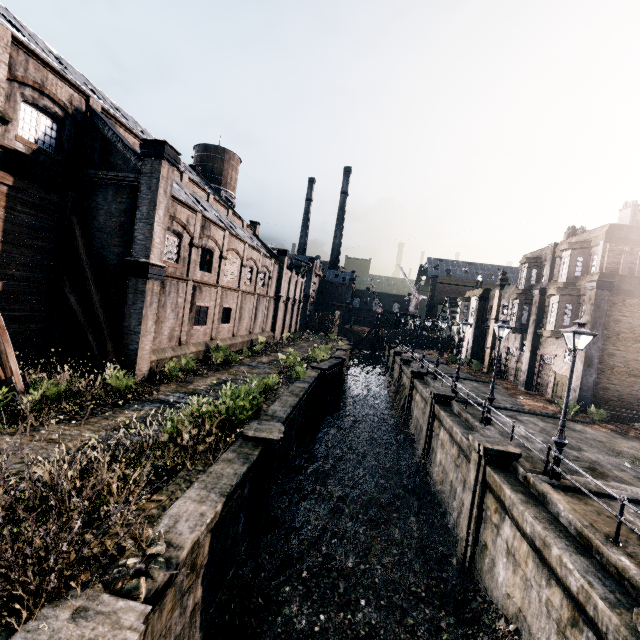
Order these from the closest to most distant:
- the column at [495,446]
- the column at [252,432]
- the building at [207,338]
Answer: the column at [252,432], the column at [495,446], the building at [207,338]

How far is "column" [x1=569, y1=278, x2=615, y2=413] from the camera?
22.7 meters

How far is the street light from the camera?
11.1m

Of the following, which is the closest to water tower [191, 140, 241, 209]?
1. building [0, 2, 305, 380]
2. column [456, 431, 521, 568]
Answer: building [0, 2, 305, 380]

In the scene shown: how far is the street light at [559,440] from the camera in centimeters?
1110cm

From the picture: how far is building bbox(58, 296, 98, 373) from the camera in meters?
17.5

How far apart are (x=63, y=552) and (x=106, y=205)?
17.1 meters

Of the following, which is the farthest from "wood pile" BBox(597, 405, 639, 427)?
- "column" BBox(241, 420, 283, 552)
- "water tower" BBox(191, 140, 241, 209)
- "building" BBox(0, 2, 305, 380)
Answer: "water tower" BBox(191, 140, 241, 209)
